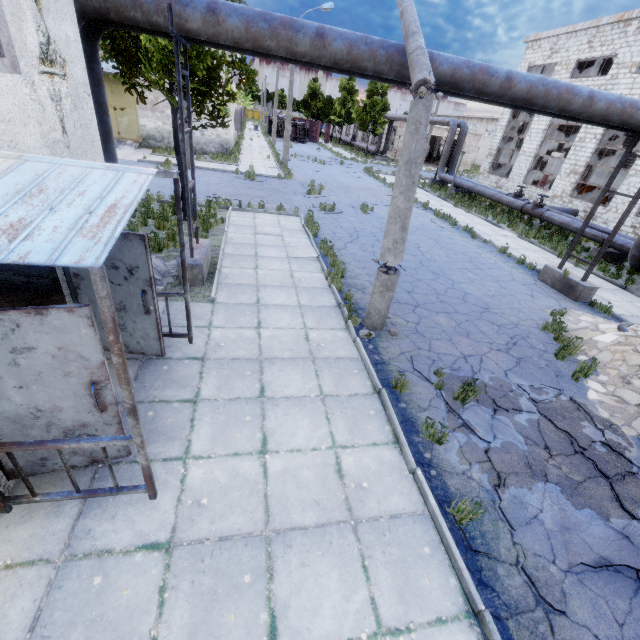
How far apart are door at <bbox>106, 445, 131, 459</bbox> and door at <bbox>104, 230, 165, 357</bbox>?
1.7m

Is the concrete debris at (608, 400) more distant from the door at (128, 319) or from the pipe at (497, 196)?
the pipe at (497, 196)

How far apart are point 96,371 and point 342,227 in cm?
1226

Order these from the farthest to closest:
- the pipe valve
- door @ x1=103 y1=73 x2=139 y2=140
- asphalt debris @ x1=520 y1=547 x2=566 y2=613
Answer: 1. door @ x1=103 y1=73 x2=139 y2=140
2. the pipe valve
3. asphalt debris @ x1=520 y1=547 x2=566 y2=613

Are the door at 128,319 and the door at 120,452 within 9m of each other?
yes

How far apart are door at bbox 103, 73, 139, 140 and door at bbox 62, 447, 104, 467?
27.2 meters

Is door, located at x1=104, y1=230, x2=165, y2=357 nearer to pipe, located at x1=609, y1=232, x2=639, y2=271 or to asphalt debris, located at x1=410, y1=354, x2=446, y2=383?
pipe, located at x1=609, y1=232, x2=639, y2=271
